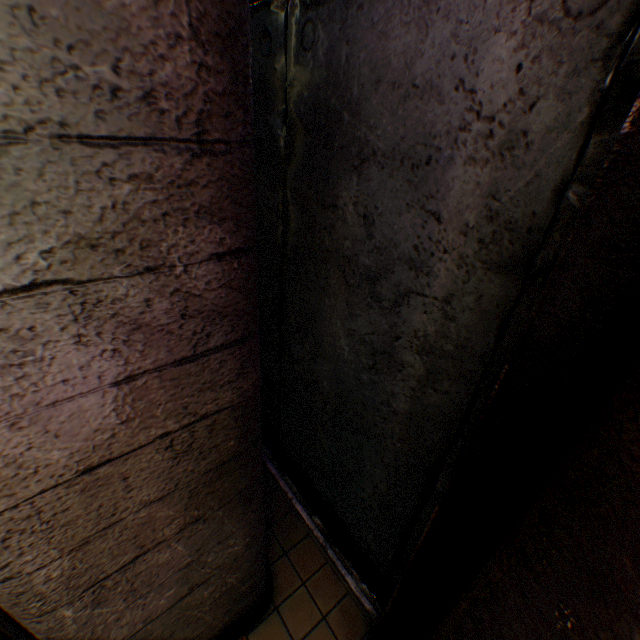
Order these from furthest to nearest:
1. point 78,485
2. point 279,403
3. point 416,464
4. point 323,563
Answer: point 279,403, point 323,563, point 416,464, point 78,485
